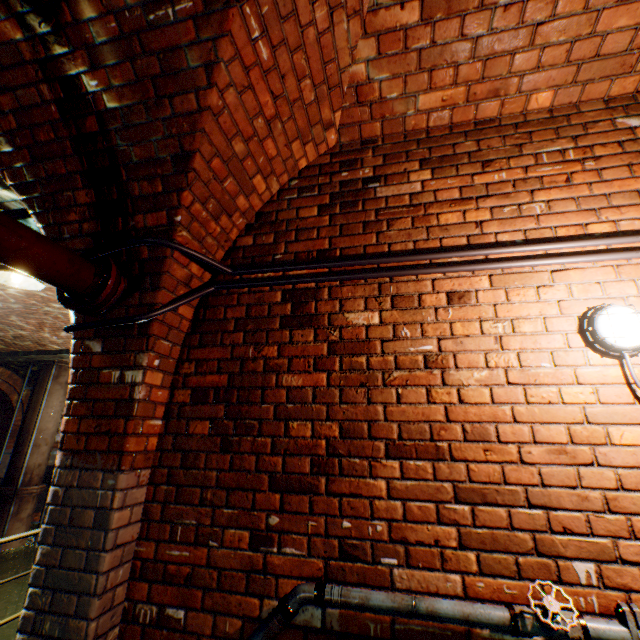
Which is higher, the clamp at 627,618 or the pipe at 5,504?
the clamp at 627,618

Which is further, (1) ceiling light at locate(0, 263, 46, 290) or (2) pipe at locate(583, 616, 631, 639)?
(1) ceiling light at locate(0, 263, 46, 290)

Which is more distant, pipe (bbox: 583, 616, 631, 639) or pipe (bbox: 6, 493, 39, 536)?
pipe (bbox: 6, 493, 39, 536)

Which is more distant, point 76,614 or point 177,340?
point 177,340

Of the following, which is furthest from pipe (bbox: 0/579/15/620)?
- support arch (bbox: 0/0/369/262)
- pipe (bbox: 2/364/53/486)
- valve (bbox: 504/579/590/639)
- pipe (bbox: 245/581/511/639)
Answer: valve (bbox: 504/579/590/639)

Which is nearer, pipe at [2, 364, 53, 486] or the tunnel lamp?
the tunnel lamp

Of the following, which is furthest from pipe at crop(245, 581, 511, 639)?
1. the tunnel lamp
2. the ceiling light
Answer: the ceiling light

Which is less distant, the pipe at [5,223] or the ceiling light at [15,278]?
the pipe at [5,223]
